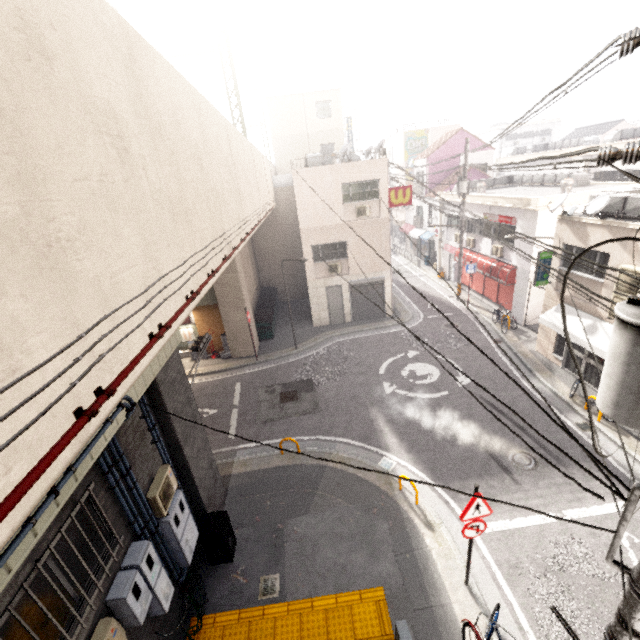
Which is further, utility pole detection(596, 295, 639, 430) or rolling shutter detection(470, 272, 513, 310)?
rolling shutter detection(470, 272, 513, 310)

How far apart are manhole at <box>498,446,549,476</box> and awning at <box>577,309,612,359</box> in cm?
358

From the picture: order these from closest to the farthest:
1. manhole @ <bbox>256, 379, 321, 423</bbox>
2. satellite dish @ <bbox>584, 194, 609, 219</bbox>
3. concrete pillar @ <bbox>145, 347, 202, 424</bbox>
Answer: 1. concrete pillar @ <bbox>145, 347, 202, 424</bbox>
2. satellite dish @ <bbox>584, 194, 609, 219</bbox>
3. manhole @ <bbox>256, 379, 321, 423</bbox>

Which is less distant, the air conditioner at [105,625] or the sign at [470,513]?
the air conditioner at [105,625]

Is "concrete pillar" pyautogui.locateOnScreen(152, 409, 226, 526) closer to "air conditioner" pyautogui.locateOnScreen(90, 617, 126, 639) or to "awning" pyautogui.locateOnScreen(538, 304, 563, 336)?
"air conditioner" pyautogui.locateOnScreen(90, 617, 126, 639)

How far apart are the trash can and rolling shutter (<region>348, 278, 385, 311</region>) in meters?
13.6 m

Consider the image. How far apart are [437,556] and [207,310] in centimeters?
1459cm

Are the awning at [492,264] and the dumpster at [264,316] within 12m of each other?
no
